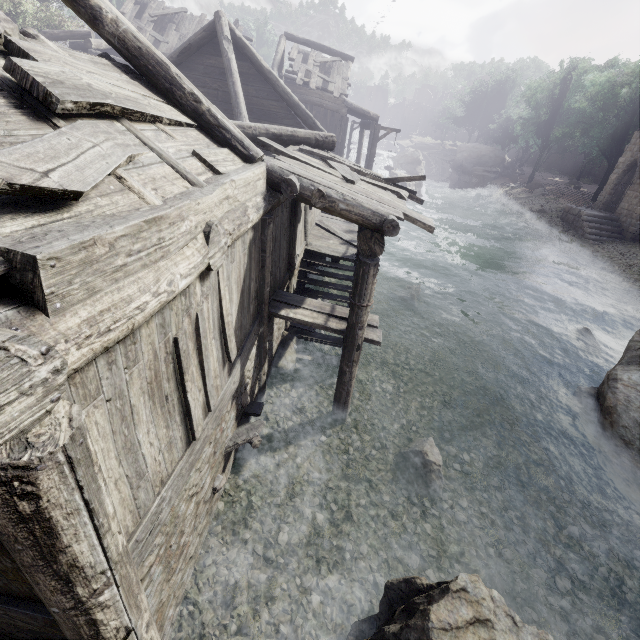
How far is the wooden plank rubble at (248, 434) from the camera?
5.8 meters

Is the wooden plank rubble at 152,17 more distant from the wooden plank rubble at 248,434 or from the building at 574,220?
the wooden plank rubble at 248,434

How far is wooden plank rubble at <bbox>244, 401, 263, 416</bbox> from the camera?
6.7m

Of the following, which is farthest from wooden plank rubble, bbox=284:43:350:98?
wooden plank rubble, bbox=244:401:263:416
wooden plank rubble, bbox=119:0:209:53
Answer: wooden plank rubble, bbox=244:401:263:416

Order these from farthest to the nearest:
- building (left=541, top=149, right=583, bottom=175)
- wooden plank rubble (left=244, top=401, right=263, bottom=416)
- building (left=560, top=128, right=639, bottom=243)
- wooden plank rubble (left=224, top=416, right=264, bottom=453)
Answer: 1. building (left=541, top=149, right=583, bottom=175)
2. building (left=560, top=128, right=639, bottom=243)
3. wooden plank rubble (left=244, top=401, right=263, bottom=416)
4. wooden plank rubble (left=224, top=416, right=264, bottom=453)

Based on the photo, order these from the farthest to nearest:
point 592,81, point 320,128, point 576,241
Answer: point 592,81 → point 576,241 → point 320,128

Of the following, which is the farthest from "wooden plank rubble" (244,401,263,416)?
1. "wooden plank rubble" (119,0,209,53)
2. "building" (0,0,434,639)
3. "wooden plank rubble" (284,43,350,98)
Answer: "wooden plank rubble" (119,0,209,53)

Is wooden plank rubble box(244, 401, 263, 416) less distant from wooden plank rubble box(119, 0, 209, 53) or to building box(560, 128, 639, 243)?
building box(560, 128, 639, 243)
